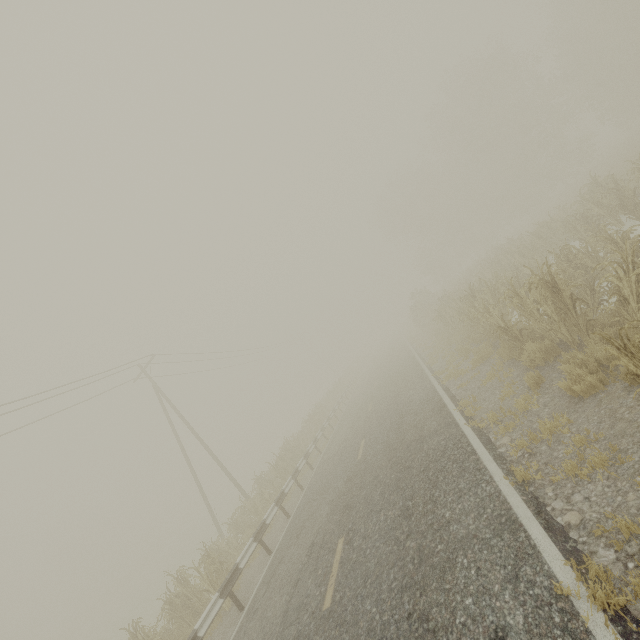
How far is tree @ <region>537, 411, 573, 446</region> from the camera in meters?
5.0

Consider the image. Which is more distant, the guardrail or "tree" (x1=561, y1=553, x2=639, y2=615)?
the guardrail

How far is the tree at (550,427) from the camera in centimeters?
504cm

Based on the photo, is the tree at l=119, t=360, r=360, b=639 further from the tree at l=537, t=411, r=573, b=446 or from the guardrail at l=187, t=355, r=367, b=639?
the tree at l=537, t=411, r=573, b=446

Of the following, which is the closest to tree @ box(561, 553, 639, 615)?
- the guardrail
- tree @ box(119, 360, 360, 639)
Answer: the guardrail

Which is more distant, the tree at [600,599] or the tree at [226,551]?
the tree at [226,551]

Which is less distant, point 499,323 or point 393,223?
point 499,323

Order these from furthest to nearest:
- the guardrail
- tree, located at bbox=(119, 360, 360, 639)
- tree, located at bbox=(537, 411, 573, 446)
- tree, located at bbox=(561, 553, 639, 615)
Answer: tree, located at bbox=(119, 360, 360, 639) → the guardrail → tree, located at bbox=(537, 411, 573, 446) → tree, located at bbox=(561, 553, 639, 615)
